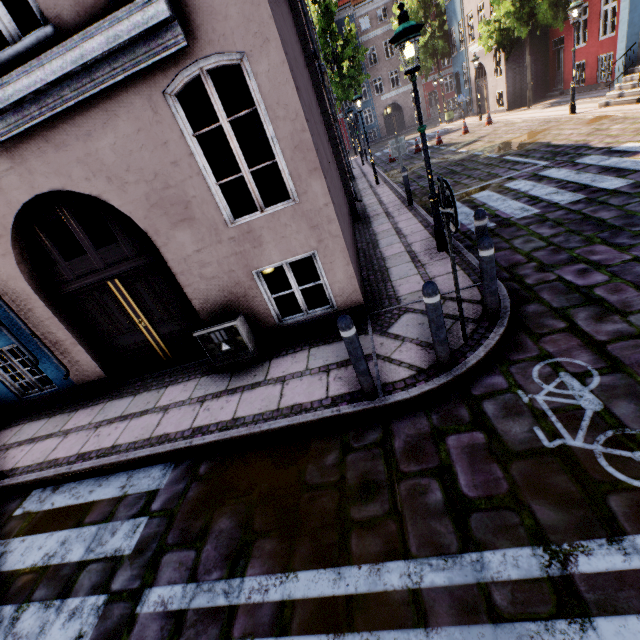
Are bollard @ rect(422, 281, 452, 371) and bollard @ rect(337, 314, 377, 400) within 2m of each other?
yes

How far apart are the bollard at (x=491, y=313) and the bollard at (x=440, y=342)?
0.9m

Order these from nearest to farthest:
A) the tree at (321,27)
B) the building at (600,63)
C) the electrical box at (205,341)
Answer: the electrical box at (205,341), the building at (600,63), the tree at (321,27)

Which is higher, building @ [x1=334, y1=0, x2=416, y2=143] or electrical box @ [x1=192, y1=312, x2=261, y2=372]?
building @ [x1=334, y1=0, x2=416, y2=143]

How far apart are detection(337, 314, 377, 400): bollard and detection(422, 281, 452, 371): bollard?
0.8m

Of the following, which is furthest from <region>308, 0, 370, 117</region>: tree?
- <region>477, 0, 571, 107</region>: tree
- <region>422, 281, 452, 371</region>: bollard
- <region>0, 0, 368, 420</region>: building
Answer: <region>422, 281, 452, 371</region>: bollard

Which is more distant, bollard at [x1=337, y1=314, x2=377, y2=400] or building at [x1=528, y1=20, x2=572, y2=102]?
building at [x1=528, y1=20, x2=572, y2=102]

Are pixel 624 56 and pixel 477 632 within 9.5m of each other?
no
